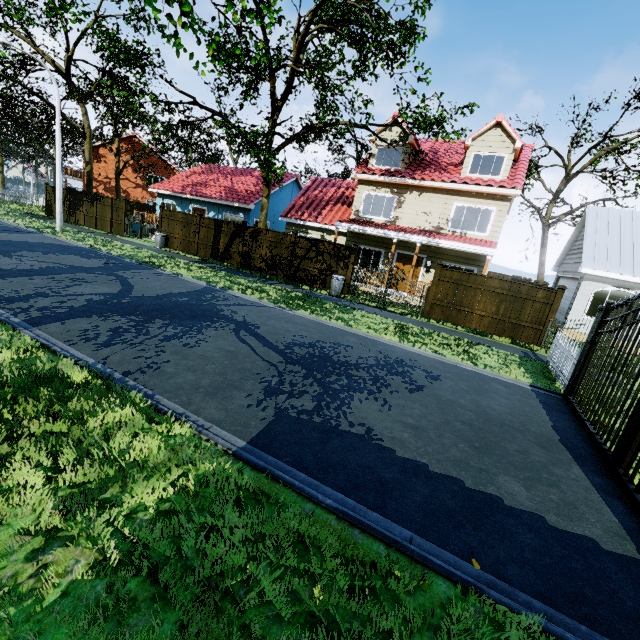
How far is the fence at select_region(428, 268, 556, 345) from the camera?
12.3 meters

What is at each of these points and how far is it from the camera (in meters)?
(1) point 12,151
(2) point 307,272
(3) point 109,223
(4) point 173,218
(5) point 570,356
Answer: (1) tree, 49.75
(2) fence, 16.45
(3) fence, 22.98
(4) fence, 20.06
(5) fence, 8.63

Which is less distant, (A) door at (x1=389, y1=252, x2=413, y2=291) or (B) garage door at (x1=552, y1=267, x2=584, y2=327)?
(B) garage door at (x1=552, y1=267, x2=584, y2=327)

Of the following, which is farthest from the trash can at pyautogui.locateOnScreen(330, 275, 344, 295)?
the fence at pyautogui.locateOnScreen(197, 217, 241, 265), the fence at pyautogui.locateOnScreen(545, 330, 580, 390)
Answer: the fence at pyautogui.locateOnScreen(545, 330, 580, 390)

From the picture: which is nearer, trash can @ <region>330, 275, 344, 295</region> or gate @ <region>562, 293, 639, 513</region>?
gate @ <region>562, 293, 639, 513</region>

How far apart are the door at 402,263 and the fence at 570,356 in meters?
8.1 m

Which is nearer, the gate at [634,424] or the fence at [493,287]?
the gate at [634,424]
